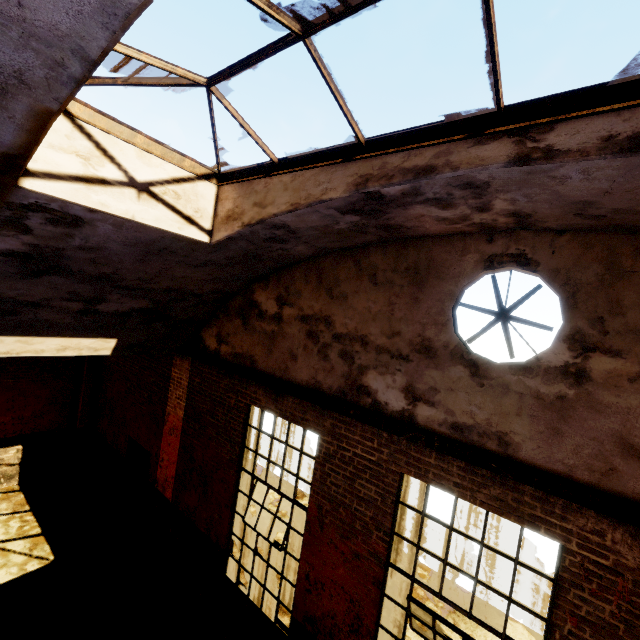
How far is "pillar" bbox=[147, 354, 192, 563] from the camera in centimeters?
754cm

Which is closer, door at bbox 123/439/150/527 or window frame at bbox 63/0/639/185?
window frame at bbox 63/0/639/185

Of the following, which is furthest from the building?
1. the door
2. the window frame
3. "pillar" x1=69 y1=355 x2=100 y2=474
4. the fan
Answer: "pillar" x1=69 y1=355 x2=100 y2=474

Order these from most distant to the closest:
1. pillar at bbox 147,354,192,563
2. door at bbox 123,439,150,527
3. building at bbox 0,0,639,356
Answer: door at bbox 123,439,150,527 → pillar at bbox 147,354,192,563 → building at bbox 0,0,639,356

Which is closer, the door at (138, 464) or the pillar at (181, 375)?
the pillar at (181, 375)

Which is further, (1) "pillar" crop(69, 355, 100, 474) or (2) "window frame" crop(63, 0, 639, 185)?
(1) "pillar" crop(69, 355, 100, 474)

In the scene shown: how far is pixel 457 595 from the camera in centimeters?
798cm

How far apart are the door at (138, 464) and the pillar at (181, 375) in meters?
0.4 m
